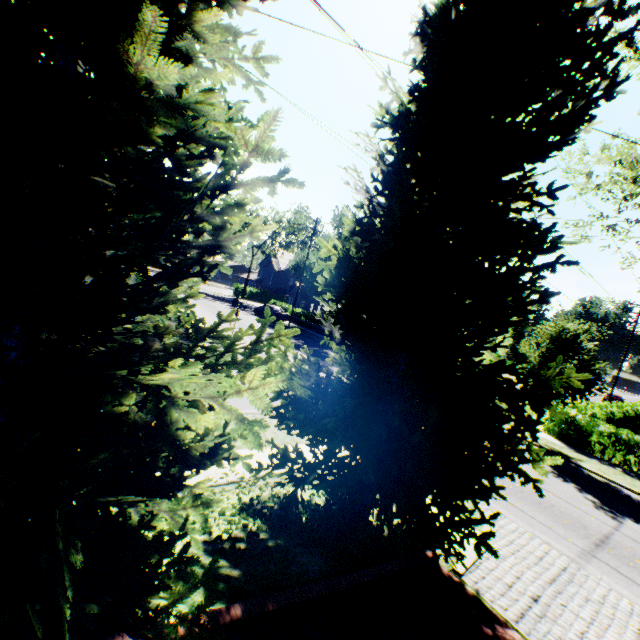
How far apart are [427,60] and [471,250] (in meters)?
3.82

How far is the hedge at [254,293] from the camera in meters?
42.8 m

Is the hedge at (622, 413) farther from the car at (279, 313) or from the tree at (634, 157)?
the car at (279, 313)

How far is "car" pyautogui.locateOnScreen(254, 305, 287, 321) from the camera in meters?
35.4 m

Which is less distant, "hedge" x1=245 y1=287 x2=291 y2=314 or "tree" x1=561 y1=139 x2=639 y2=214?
"tree" x1=561 y1=139 x2=639 y2=214

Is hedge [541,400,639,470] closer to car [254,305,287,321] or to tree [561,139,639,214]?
tree [561,139,639,214]
